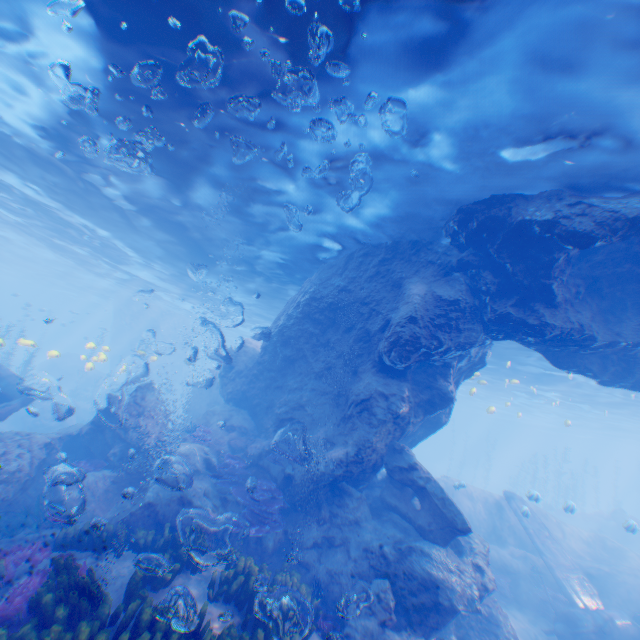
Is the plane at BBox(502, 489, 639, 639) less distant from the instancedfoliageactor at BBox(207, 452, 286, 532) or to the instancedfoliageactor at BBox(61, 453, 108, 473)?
the instancedfoliageactor at BBox(207, 452, 286, 532)

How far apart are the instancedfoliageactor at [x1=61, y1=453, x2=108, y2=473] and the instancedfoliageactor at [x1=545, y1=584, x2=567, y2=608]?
19.84m

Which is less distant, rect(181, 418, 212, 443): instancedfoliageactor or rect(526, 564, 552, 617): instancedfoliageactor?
rect(181, 418, 212, 443): instancedfoliageactor

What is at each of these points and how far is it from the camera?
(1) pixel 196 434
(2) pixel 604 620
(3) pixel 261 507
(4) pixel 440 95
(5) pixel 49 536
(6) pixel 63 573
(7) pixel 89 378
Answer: (1) instancedfoliageactor, 14.2 meters
(2) plane, 13.3 meters
(3) instancedfoliageactor, 10.5 meters
(4) light, 6.4 meters
(5) rock, 9.1 meters
(6) instancedfoliageactor, 6.1 meters
(7) rock, 38.0 meters

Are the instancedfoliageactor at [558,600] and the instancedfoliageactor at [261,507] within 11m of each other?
no

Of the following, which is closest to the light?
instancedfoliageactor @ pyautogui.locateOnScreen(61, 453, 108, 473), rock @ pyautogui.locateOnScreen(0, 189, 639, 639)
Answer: rock @ pyautogui.locateOnScreen(0, 189, 639, 639)

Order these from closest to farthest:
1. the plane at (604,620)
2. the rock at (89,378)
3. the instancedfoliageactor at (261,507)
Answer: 1. the instancedfoliageactor at (261,507)
2. the plane at (604,620)
3. the rock at (89,378)

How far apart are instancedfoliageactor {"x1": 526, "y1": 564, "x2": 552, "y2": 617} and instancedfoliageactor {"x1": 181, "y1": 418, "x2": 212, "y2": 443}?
16.79m
